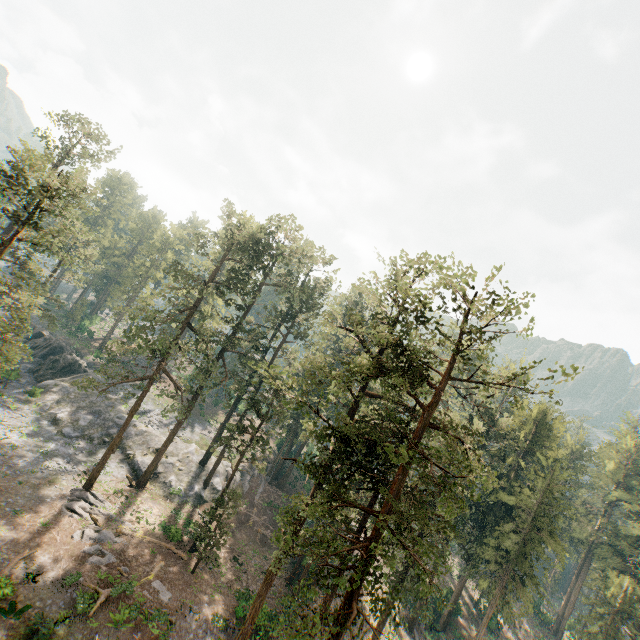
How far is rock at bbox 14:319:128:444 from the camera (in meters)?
36.69

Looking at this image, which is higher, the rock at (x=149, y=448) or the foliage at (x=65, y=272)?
the foliage at (x=65, y=272)

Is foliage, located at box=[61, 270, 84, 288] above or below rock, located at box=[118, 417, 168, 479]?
above

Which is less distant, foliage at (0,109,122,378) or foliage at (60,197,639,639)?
foliage at (60,197,639,639)

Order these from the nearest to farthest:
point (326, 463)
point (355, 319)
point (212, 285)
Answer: point (326, 463), point (212, 285), point (355, 319)

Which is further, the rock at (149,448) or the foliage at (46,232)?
the rock at (149,448)
